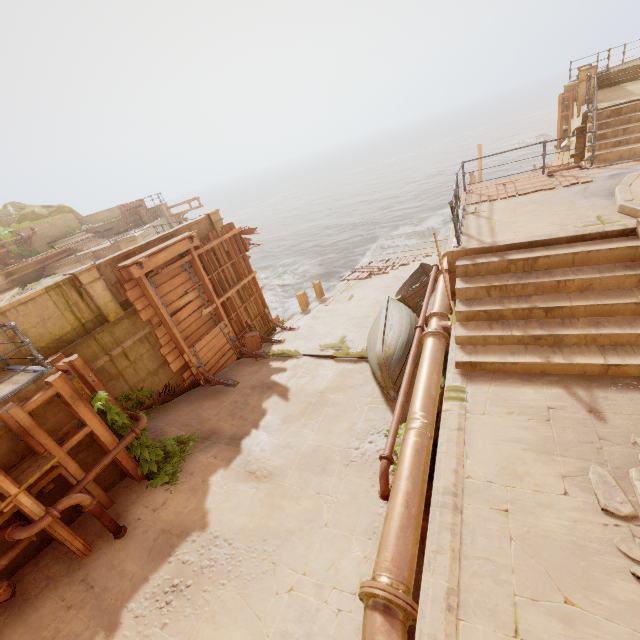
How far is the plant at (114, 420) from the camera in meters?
6.4

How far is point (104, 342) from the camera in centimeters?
849cm

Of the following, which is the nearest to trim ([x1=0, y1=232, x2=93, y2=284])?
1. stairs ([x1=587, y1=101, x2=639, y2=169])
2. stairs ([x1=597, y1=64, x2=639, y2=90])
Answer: stairs ([x1=587, y1=101, x2=639, y2=169])

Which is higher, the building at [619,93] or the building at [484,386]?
the building at [619,93]

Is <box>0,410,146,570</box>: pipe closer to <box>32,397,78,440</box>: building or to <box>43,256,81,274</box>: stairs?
<box>32,397,78,440</box>: building

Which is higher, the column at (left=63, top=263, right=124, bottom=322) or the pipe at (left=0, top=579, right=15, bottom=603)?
the column at (left=63, top=263, right=124, bottom=322)

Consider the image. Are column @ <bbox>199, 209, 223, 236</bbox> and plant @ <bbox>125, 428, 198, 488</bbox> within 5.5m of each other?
no

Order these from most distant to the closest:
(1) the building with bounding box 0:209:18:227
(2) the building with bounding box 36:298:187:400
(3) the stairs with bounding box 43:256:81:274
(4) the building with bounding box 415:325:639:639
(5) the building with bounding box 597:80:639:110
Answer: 1. (1) the building with bounding box 0:209:18:227
2. (3) the stairs with bounding box 43:256:81:274
3. (5) the building with bounding box 597:80:639:110
4. (2) the building with bounding box 36:298:187:400
5. (4) the building with bounding box 415:325:639:639
